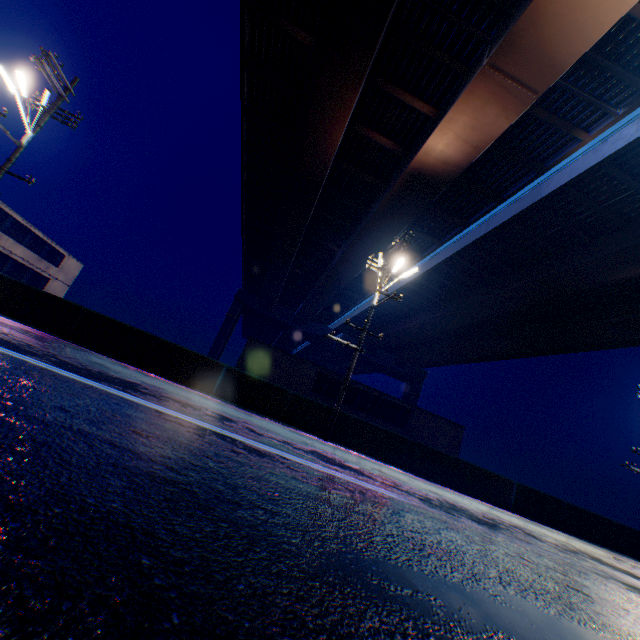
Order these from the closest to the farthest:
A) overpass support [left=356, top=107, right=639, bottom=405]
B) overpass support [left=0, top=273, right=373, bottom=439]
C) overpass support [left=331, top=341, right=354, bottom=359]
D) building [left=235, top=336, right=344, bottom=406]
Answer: overpass support [left=0, top=273, right=373, bottom=439]
overpass support [left=356, top=107, right=639, bottom=405]
building [left=235, top=336, right=344, bottom=406]
overpass support [left=331, top=341, right=354, bottom=359]

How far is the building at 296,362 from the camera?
23.3m

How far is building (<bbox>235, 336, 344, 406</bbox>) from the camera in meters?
23.3 m

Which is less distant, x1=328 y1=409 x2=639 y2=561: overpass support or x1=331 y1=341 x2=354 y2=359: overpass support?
x1=328 y1=409 x2=639 y2=561: overpass support

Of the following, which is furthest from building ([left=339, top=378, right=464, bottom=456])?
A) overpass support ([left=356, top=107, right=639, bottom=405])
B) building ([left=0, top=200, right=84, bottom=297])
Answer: overpass support ([left=356, top=107, right=639, bottom=405])

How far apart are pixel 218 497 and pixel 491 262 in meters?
25.8 m

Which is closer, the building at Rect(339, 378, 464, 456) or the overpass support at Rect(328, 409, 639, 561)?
the overpass support at Rect(328, 409, 639, 561)

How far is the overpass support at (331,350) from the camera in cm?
5165
